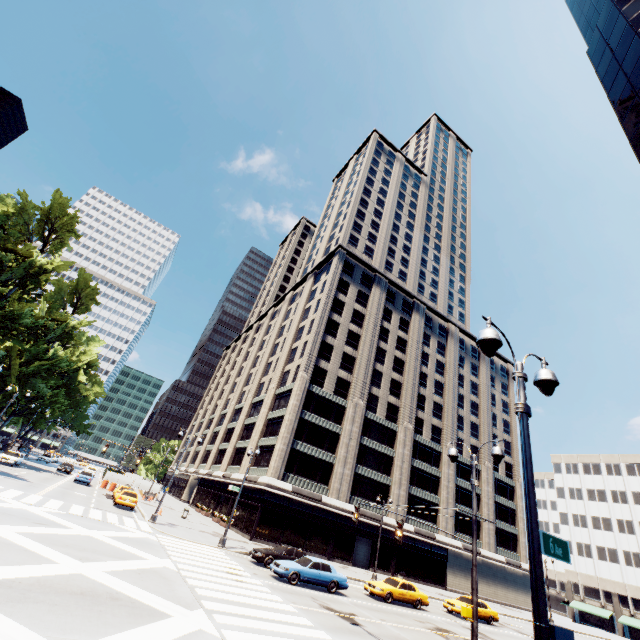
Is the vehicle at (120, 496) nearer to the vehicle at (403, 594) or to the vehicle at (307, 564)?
the vehicle at (307, 564)

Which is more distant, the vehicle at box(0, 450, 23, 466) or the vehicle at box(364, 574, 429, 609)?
the vehicle at box(0, 450, 23, 466)

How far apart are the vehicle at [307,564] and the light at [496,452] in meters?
15.0

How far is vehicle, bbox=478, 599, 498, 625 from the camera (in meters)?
26.38

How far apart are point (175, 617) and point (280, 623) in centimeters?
437cm

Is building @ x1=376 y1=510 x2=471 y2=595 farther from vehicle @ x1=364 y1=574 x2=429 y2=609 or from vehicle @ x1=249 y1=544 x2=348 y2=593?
vehicle @ x1=249 y1=544 x2=348 y2=593

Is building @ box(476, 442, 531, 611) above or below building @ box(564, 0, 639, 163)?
below

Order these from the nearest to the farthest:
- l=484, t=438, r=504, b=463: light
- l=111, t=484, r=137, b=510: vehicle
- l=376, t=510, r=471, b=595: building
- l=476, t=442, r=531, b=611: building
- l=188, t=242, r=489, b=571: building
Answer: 1. l=484, t=438, r=504, b=463: light
2. l=111, t=484, r=137, b=510: vehicle
3. l=188, t=242, r=489, b=571: building
4. l=376, t=510, r=471, b=595: building
5. l=476, t=442, r=531, b=611: building
